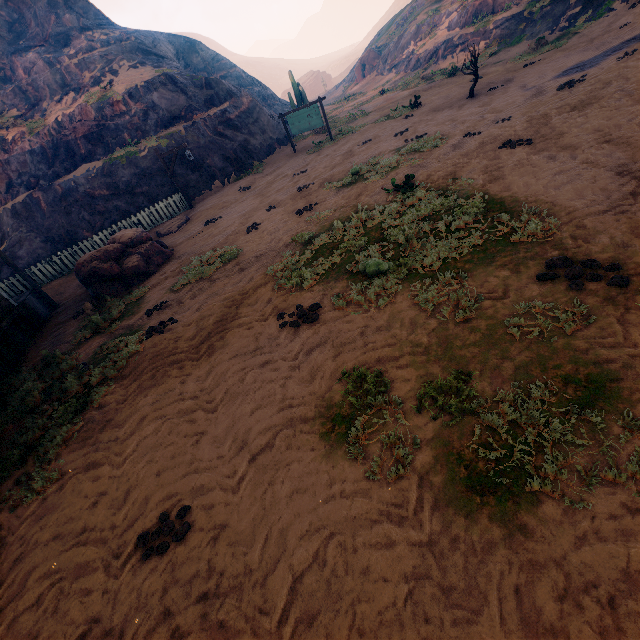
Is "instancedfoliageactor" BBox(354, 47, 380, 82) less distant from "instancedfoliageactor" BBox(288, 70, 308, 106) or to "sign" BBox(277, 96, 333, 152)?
"instancedfoliageactor" BBox(288, 70, 308, 106)

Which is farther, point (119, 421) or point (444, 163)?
point (444, 163)

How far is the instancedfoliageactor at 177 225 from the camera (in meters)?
14.90

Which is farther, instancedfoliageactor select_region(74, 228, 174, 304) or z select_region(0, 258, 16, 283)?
z select_region(0, 258, 16, 283)

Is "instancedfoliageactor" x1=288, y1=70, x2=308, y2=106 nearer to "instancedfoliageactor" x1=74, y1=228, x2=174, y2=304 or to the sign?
the sign

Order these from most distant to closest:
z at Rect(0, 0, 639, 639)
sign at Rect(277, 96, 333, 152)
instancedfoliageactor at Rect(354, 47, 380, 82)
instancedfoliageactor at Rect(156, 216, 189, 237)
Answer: instancedfoliageactor at Rect(354, 47, 380, 82)
sign at Rect(277, 96, 333, 152)
instancedfoliageactor at Rect(156, 216, 189, 237)
z at Rect(0, 0, 639, 639)

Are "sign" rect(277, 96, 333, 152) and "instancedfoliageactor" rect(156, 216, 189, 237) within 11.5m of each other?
yes

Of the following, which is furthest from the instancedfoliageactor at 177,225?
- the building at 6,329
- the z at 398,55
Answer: the building at 6,329
